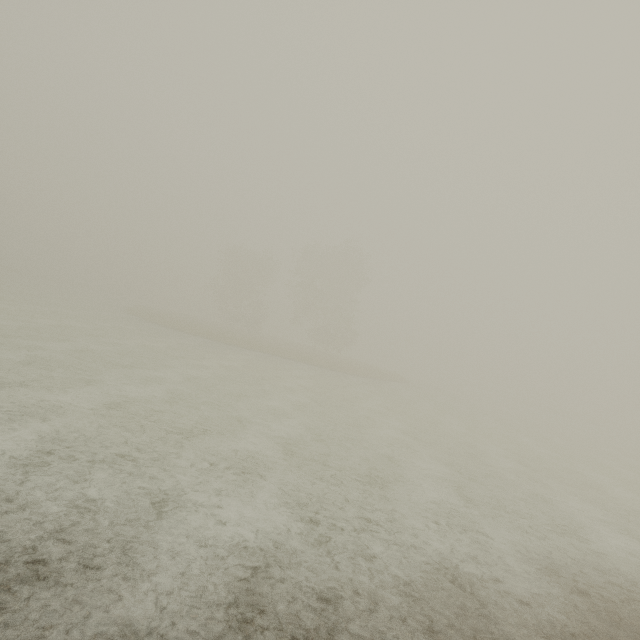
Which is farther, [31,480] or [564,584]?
[564,584]
